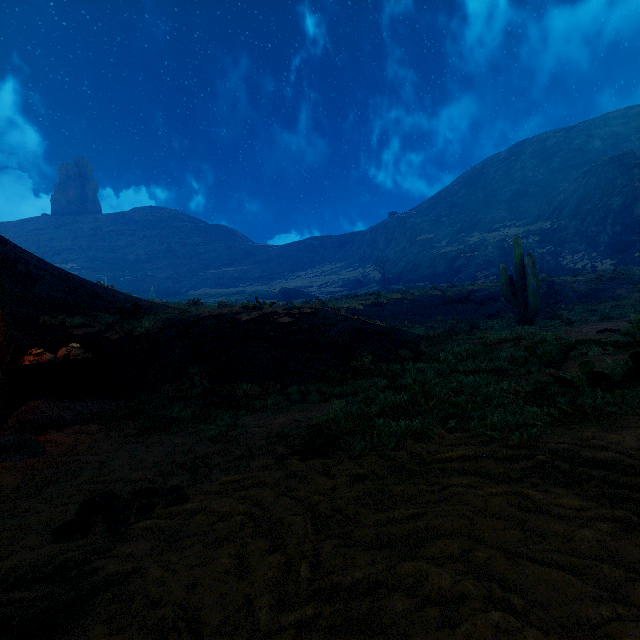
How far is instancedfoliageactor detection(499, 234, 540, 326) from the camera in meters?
13.9

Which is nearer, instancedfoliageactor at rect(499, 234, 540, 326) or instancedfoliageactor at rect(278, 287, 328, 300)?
instancedfoliageactor at rect(499, 234, 540, 326)

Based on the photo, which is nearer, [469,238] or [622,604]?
[622,604]

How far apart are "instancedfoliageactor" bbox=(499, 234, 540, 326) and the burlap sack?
15.38m

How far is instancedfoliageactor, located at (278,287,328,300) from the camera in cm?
5372

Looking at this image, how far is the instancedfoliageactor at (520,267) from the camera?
13.9m

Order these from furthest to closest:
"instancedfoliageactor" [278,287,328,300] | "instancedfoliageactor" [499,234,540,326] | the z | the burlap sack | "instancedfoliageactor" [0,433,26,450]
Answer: "instancedfoliageactor" [278,287,328,300] → "instancedfoliageactor" [499,234,540,326] → the burlap sack → "instancedfoliageactor" [0,433,26,450] → the z

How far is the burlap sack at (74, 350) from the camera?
5.8m
